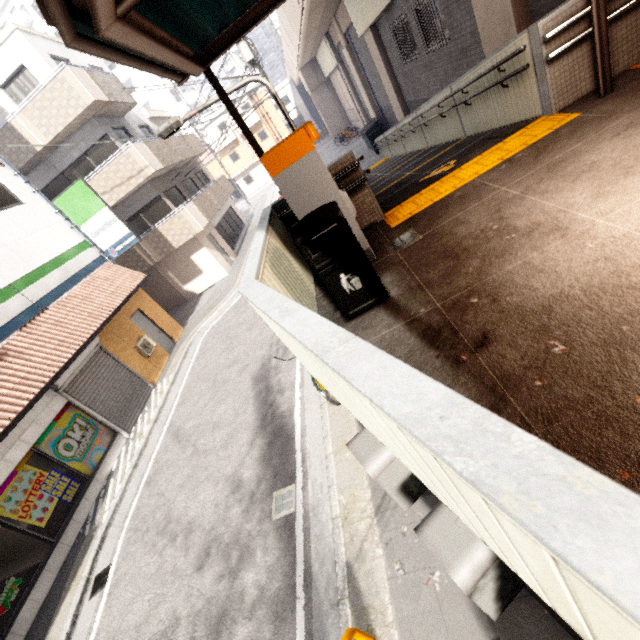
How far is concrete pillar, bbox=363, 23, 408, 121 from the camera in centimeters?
1371cm

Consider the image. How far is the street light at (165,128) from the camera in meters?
5.4

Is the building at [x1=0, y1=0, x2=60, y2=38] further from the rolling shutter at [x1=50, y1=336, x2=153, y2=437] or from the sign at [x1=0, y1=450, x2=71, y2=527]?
the sign at [x1=0, y1=450, x2=71, y2=527]

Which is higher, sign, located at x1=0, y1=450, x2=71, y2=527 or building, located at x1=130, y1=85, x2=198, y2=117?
building, located at x1=130, y1=85, x2=198, y2=117

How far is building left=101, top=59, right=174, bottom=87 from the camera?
41.3 meters

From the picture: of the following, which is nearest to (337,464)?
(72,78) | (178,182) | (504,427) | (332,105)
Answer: (504,427)

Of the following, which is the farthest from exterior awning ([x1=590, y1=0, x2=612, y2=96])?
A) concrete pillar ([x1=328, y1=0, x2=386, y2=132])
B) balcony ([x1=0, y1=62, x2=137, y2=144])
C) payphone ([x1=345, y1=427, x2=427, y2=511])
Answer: concrete pillar ([x1=328, y1=0, x2=386, y2=132])

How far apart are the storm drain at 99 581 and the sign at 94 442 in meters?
2.8
